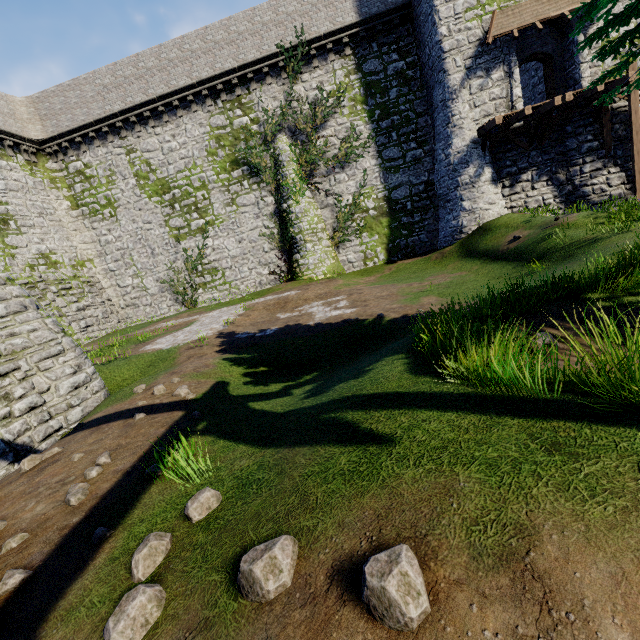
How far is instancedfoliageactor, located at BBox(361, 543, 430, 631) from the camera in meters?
1.3 m

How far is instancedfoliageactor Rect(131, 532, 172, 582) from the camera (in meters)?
2.34

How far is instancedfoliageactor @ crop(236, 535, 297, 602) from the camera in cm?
172

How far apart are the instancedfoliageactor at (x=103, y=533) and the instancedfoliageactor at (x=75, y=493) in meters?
0.9

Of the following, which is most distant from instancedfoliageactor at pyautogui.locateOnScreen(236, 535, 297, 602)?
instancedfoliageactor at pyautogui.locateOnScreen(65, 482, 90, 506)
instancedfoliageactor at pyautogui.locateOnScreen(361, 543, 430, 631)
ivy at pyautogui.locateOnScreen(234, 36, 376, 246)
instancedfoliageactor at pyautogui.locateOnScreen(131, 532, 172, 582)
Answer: instancedfoliageactor at pyautogui.locateOnScreen(65, 482, 90, 506)

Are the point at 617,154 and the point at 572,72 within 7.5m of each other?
yes

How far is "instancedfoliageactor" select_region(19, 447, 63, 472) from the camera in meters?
5.1

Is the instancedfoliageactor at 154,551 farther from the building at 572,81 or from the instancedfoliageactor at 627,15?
the building at 572,81
